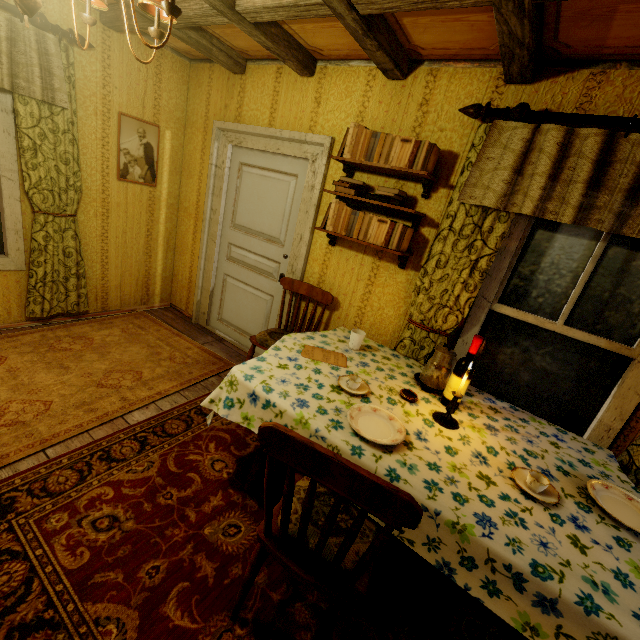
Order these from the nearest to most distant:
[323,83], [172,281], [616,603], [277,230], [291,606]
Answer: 1. [616,603]
2. [291,606]
3. [323,83]
4. [277,230]
5. [172,281]

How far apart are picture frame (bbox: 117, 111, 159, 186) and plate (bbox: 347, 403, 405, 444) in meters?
3.5 m

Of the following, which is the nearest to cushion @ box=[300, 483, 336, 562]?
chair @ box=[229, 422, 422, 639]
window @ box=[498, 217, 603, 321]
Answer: chair @ box=[229, 422, 422, 639]

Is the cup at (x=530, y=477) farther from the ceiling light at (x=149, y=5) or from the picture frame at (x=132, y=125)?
the picture frame at (x=132, y=125)

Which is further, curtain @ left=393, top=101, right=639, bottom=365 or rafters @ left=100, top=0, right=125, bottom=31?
rafters @ left=100, top=0, right=125, bottom=31

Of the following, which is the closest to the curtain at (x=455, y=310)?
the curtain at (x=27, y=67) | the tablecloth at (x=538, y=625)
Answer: the tablecloth at (x=538, y=625)

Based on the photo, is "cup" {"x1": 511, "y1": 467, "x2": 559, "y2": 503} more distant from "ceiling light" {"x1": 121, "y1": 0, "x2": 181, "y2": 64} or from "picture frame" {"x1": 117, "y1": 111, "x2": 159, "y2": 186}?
"picture frame" {"x1": 117, "y1": 111, "x2": 159, "y2": 186}

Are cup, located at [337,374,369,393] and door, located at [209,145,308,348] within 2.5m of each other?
yes
